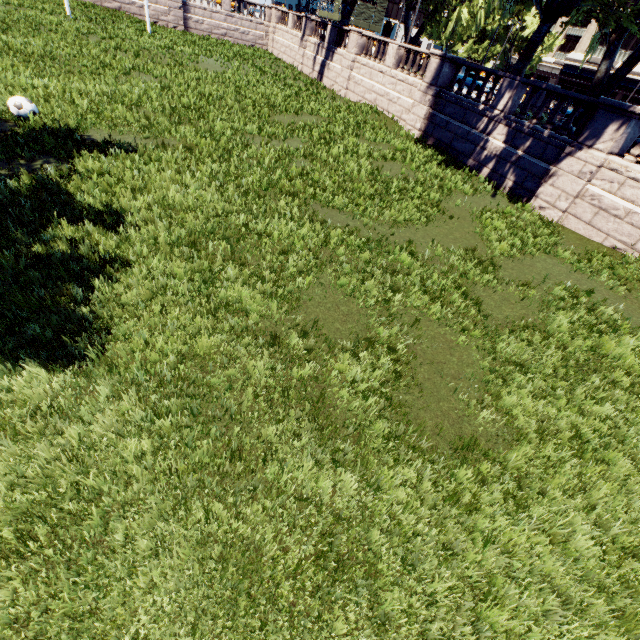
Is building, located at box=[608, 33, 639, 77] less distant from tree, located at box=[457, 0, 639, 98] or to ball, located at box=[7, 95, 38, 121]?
tree, located at box=[457, 0, 639, 98]

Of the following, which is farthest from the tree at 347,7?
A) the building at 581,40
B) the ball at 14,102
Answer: the ball at 14,102

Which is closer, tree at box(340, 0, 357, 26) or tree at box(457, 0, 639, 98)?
tree at box(457, 0, 639, 98)

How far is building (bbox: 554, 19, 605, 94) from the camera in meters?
44.9

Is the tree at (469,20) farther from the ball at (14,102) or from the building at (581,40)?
the ball at (14,102)

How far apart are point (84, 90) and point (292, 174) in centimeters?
914cm

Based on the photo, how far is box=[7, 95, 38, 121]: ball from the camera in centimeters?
940cm

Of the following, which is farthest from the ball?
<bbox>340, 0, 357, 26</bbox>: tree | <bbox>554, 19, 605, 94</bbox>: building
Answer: <bbox>554, 19, 605, 94</bbox>: building
